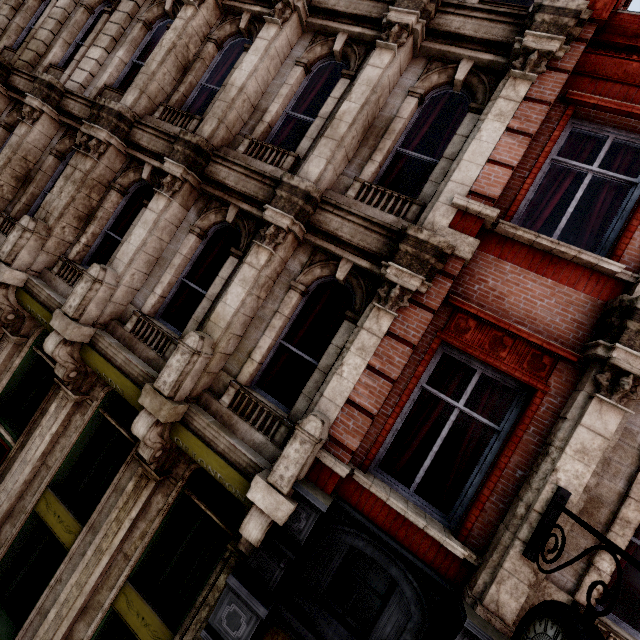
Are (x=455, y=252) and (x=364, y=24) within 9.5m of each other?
yes
